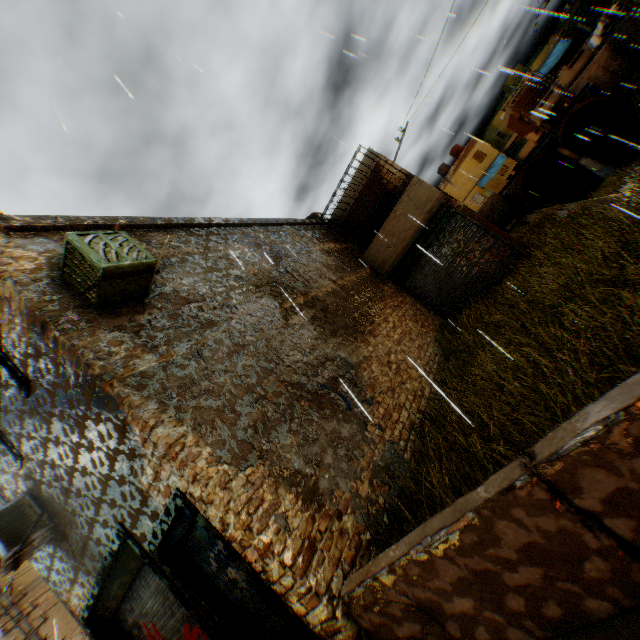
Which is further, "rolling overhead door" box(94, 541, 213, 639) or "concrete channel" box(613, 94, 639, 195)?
"concrete channel" box(613, 94, 639, 195)

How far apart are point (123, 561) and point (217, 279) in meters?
5.1 m

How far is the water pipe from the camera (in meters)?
22.58

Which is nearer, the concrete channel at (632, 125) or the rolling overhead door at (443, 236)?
the rolling overhead door at (443, 236)

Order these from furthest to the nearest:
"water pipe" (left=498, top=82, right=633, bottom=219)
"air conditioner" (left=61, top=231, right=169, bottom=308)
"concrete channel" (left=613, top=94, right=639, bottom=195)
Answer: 1. "water pipe" (left=498, top=82, right=633, bottom=219)
2. "concrete channel" (left=613, top=94, right=639, bottom=195)
3. "air conditioner" (left=61, top=231, right=169, bottom=308)

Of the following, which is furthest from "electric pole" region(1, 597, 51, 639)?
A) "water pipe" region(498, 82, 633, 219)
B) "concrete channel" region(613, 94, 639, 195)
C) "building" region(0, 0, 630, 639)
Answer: "water pipe" region(498, 82, 633, 219)

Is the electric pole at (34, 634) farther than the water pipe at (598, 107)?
No

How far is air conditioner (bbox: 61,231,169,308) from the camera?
4.2m
